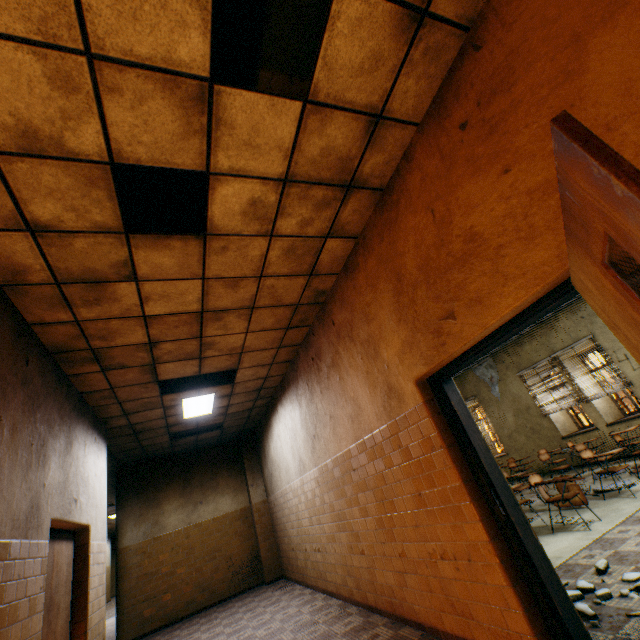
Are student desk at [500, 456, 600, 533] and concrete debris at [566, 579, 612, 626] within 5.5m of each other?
yes

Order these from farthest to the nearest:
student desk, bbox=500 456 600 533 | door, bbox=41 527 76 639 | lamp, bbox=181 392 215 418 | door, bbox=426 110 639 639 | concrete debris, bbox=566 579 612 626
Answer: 1. lamp, bbox=181 392 215 418
2. student desk, bbox=500 456 600 533
3. door, bbox=41 527 76 639
4. concrete debris, bbox=566 579 612 626
5. door, bbox=426 110 639 639

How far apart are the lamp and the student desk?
6.6m

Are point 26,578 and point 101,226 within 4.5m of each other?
yes

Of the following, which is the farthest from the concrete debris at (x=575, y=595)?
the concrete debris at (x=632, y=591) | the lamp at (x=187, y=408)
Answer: the lamp at (x=187, y=408)

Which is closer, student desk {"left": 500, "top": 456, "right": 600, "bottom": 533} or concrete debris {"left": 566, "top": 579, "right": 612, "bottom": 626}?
concrete debris {"left": 566, "top": 579, "right": 612, "bottom": 626}

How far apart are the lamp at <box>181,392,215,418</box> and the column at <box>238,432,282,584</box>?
3.12m

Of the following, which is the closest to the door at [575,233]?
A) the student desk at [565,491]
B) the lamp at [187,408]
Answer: the student desk at [565,491]
